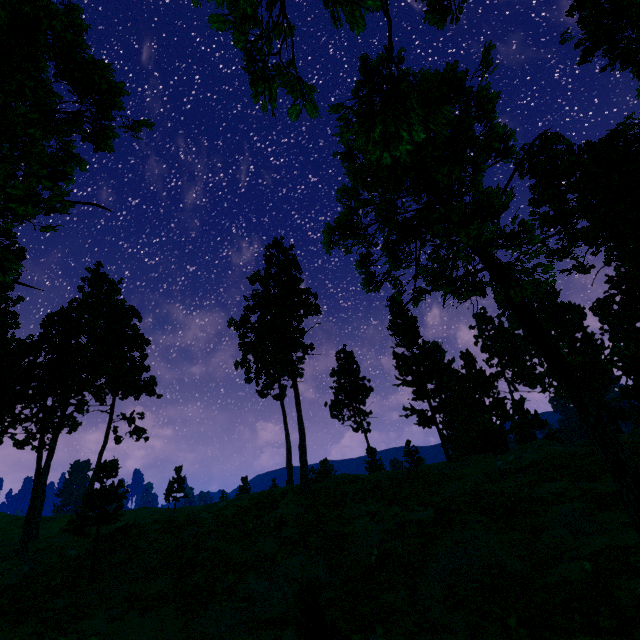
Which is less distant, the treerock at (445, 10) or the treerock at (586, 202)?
the treerock at (586, 202)

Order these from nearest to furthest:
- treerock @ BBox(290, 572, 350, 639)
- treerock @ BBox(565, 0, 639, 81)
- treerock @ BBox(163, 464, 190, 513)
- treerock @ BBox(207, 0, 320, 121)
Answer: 1. treerock @ BBox(207, 0, 320, 121)
2. treerock @ BBox(290, 572, 350, 639)
3. treerock @ BBox(565, 0, 639, 81)
4. treerock @ BBox(163, 464, 190, 513)

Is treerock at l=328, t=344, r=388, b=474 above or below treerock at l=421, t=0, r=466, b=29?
above

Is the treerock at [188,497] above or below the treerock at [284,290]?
below

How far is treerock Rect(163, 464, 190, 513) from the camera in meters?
45.2 m

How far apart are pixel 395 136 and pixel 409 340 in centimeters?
4470cm
